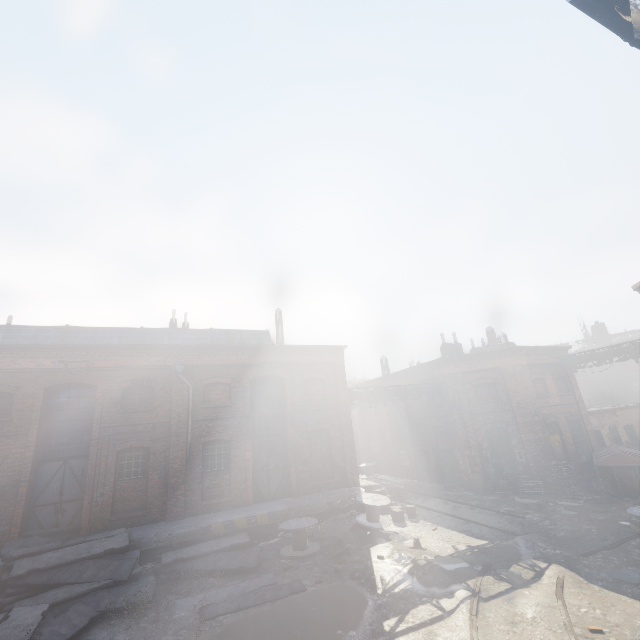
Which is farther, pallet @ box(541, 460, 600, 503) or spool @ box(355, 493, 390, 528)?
pallet @ box(541, 460, 600, 503)

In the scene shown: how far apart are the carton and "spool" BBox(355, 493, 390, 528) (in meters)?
0.18

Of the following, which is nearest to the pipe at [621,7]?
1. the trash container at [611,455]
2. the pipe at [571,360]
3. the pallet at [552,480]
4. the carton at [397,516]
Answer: the pipe at [571,360]

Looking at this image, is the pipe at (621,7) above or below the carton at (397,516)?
above

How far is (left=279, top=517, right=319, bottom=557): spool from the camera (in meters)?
12.04

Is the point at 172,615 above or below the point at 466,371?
below

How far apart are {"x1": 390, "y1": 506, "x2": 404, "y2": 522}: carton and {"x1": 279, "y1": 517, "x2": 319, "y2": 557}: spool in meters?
3.8 m

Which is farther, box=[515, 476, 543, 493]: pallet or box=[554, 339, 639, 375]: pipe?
box=[554, 339, 639, 375]: pipe
